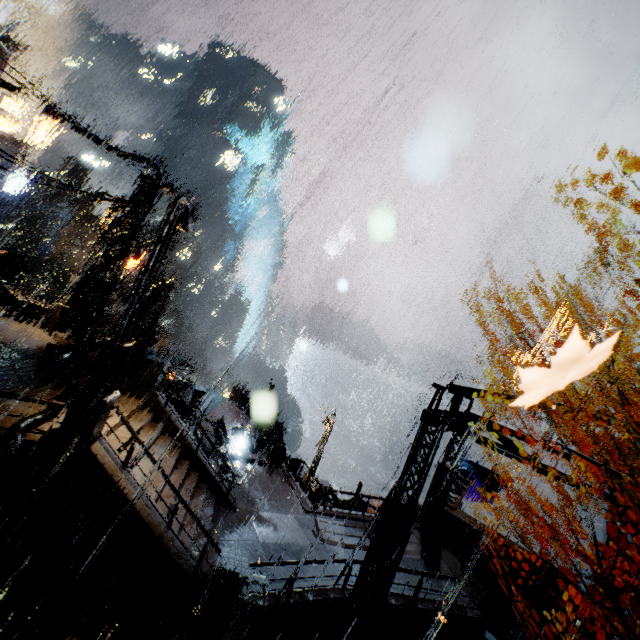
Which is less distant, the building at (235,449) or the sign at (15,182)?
the building at (235,449)

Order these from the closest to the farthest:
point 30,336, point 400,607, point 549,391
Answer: point 549,391, point 400,607, point 30,336

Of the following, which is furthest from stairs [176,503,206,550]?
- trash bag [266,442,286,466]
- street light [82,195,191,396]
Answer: trash bag [266,442,286,466]

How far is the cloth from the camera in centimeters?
2417cm

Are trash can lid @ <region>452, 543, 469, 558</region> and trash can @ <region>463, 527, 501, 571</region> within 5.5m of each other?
yes

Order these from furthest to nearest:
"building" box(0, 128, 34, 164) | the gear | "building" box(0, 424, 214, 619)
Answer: the gear → "building" box(0, 128, 34, 164) → "building" box(0, 424, 214, 619)

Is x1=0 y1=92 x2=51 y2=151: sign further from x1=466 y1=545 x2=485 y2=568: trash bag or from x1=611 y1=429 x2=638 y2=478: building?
x1=466 y1=545 x2=485 y2=568: trash bag

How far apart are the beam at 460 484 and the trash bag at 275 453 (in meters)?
8.53
